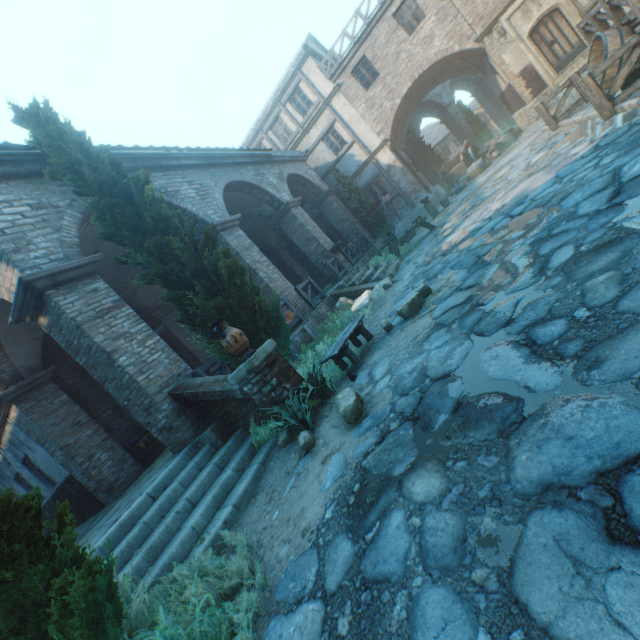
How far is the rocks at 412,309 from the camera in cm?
571

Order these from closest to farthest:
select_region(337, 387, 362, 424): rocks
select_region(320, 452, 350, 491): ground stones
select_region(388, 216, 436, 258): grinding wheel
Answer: select_region(320, 452, 350, 491): ground stones → select_region(337, 387, 362, 424): rocks → select_region(388, 216, 436, 258): grinding wheel

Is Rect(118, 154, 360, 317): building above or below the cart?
above

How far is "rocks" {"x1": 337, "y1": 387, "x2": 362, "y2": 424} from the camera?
3.94m

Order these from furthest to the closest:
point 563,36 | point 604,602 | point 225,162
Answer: point 563,36
point 225,162
point 604,602

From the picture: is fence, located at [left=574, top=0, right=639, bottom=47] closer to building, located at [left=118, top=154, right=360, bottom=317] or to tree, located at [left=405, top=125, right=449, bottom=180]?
building, located at [left=118, top=154, right=360, bottom=317]

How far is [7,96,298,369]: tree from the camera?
5.7m

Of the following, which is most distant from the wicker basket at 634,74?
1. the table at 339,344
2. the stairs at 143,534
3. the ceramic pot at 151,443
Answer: the ceramic pot at 151,443
